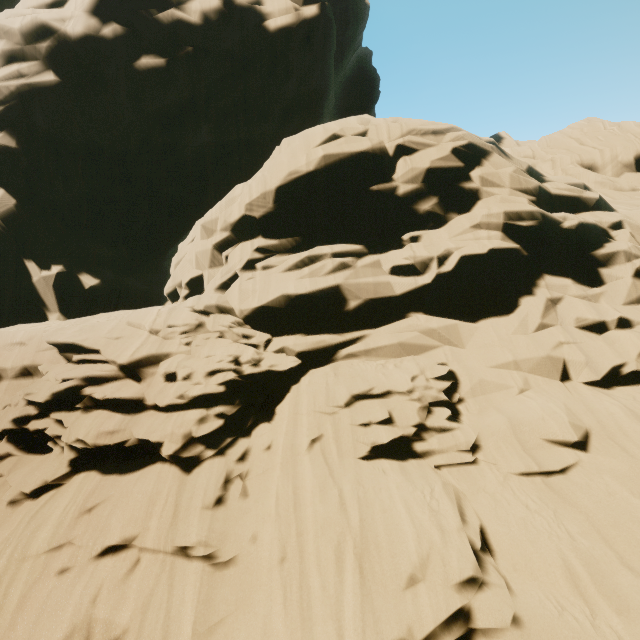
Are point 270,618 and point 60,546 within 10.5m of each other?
yes
